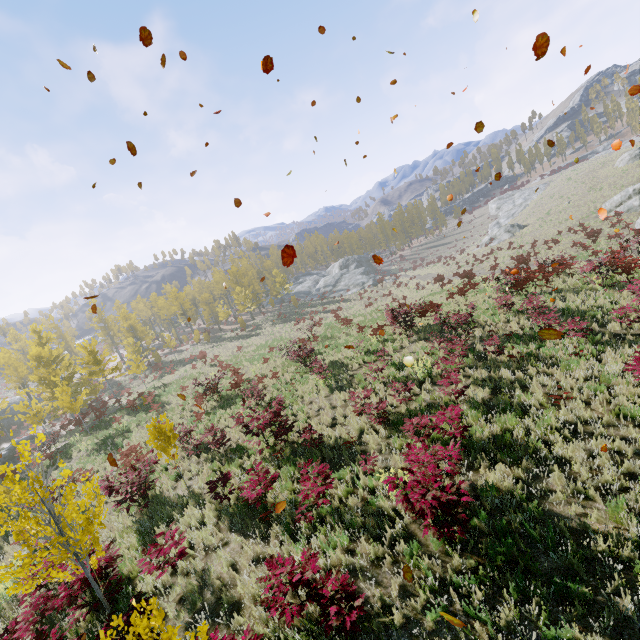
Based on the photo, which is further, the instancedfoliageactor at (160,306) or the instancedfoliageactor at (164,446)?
the instancedfoliageactor at (160,306)

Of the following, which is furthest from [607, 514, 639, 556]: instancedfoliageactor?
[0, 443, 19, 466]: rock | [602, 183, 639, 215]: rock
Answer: [0, 443, 19, 466]: rock

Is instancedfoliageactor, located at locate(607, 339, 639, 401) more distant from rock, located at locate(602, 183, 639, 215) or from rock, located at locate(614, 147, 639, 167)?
rock, located at locate(614, 147, 639, 167)

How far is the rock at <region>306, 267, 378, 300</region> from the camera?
51.3 meters

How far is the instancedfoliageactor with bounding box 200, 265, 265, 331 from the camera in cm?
4772

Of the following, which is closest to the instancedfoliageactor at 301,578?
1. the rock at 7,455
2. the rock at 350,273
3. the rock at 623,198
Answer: the rock at 623,198

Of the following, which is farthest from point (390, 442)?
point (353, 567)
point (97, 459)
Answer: point (97, 459)
